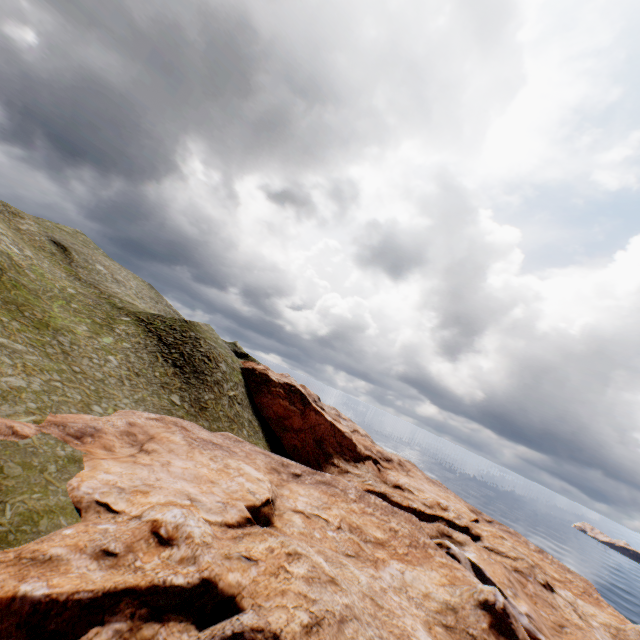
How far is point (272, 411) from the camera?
48.7 meters
